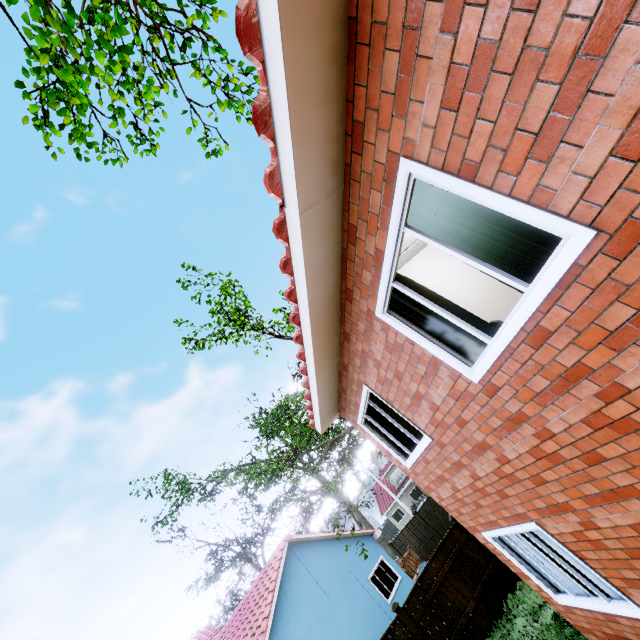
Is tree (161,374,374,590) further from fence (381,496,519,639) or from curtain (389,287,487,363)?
curtain (389,287,487,363)

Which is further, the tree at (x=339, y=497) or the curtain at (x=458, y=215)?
the tree at (x=339, y=497)

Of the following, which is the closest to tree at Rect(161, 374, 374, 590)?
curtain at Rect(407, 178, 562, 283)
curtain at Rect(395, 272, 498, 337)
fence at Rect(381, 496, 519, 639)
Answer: fence at Rect(381, 496, 519, 639)

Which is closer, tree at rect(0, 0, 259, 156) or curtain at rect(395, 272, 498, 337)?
curtain at rect(395, 272, 498, 337)

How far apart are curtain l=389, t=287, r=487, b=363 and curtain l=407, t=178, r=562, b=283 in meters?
0.6 m

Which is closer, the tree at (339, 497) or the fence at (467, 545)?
the fence at (467, 545)

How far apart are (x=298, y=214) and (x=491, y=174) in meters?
1.6
